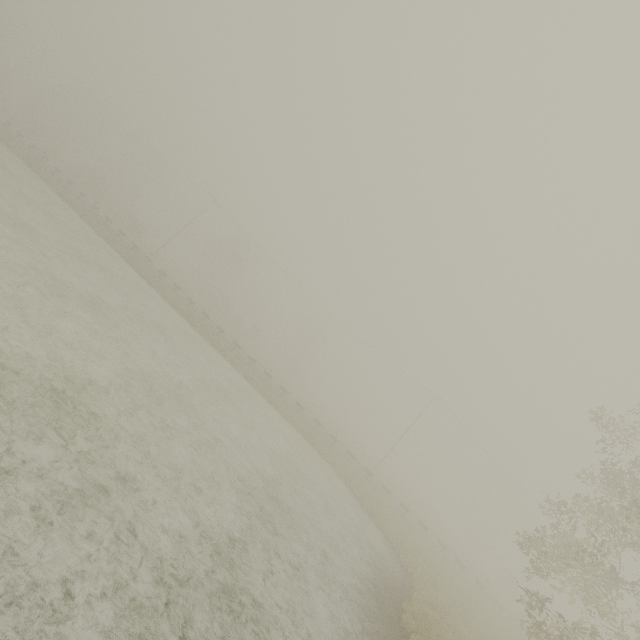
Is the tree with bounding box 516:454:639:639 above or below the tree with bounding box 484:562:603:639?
above

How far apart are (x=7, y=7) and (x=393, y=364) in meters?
95.4 m

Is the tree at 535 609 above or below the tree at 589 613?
below
